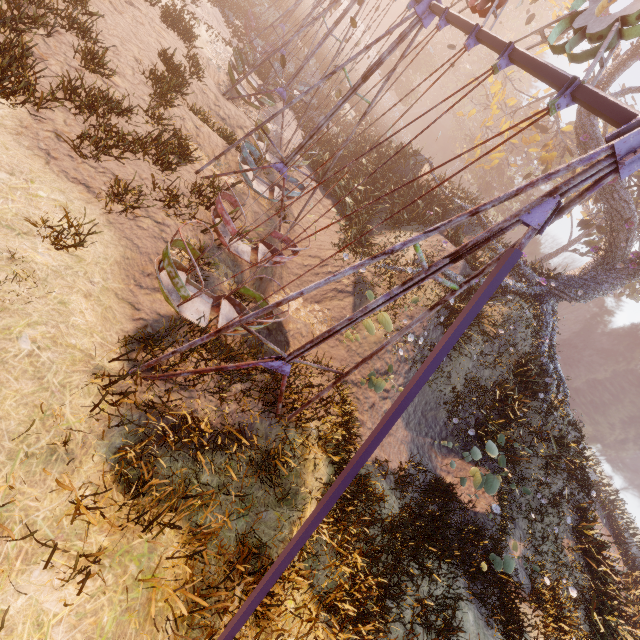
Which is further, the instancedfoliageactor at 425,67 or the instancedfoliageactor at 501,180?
the instancedfoliageactor at 425,67

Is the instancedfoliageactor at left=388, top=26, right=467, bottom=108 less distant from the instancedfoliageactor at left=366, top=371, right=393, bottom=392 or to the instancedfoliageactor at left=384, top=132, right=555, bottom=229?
the instancedfoliageactor at left=384, top=132, right=555, bottom=229

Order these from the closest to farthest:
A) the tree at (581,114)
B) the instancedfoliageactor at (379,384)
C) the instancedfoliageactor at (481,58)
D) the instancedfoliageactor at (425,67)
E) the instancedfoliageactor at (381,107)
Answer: the instancedfoliageactor at (379,384) < the tree at (581,114) < the instancedfoliageactor at (381,107) < the instancedfoliageactor at (425,67) < the instancedfoliageactor at (481,58)

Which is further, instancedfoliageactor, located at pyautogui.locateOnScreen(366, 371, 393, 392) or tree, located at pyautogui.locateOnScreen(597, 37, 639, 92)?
tree, located at pyautogui.locateOnScreen(597, 37, 639, 92)

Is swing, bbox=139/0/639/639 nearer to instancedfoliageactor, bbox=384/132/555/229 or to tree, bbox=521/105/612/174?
tree, bbox=521/105/612/174

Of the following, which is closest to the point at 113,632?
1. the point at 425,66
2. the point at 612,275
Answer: the point at 612,275

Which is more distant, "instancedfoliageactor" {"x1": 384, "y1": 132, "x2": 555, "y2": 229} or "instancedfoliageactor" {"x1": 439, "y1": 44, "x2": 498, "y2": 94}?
"instancedfoliageactor" {"x1": 439, "y1": 44, "x2": 498, "y2": 94}

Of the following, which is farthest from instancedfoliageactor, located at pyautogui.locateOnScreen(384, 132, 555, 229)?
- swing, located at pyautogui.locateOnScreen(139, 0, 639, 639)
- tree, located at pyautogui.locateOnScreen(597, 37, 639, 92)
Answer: swing, located at pyautogui.locateOnScreen(139, 0, 639, 639)
